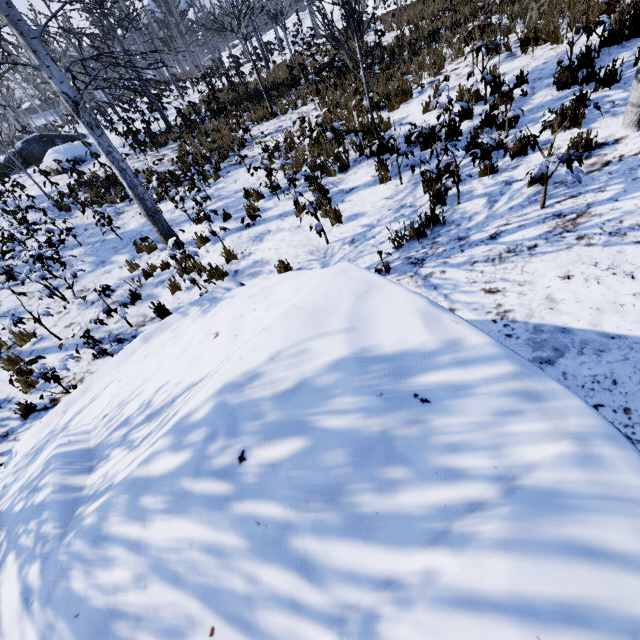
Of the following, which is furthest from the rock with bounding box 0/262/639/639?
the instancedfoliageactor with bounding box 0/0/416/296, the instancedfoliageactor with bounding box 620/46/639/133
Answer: the instancedfoliageactor with bounding box 620/46/639/133

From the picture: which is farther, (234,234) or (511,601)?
(234,234)

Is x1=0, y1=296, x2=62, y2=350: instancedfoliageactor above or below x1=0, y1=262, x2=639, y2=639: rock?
below

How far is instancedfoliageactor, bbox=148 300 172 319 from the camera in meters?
5.7

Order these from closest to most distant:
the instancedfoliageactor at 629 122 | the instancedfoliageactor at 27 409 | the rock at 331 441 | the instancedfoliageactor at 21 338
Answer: the rock at 331 441 → the instancedfoliageactor at 629 122 → the instancedfoliageactor at 27 409 → the instancedfoliageactor at 21 338

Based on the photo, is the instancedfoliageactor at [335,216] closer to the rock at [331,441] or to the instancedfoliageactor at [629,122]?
the rock at [331,441]

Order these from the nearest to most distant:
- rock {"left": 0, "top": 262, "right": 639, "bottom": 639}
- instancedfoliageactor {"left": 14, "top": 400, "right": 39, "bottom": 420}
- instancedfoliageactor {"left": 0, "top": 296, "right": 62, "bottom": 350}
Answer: rock {"left": 0, "top": 262, "right": 639, "bottom": 639} → instancedfoliageactor {"left": 14, "top": 400, "right": 39, "bottom": 420} → instancedfoliageactor {"left": 0, "top": 296, "right": 62, "bottom": 350}

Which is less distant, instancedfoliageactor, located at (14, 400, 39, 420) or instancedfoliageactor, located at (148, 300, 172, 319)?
instancedfoliageactor, located at (14, 400, 39, 420)
